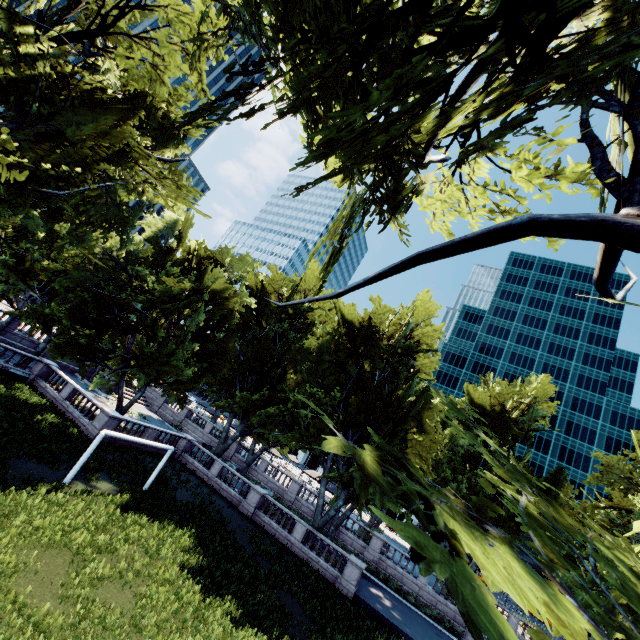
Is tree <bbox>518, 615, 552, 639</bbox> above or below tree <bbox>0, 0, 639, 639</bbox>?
below

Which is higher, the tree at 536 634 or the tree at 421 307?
the tree at 421 307

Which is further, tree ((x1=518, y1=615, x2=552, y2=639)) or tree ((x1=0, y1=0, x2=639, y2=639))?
tree ((x1=0, y1=0, x2=639, y2=639))

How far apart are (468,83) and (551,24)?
1.8 meters

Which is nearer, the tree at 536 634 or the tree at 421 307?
the tree at 536 634
